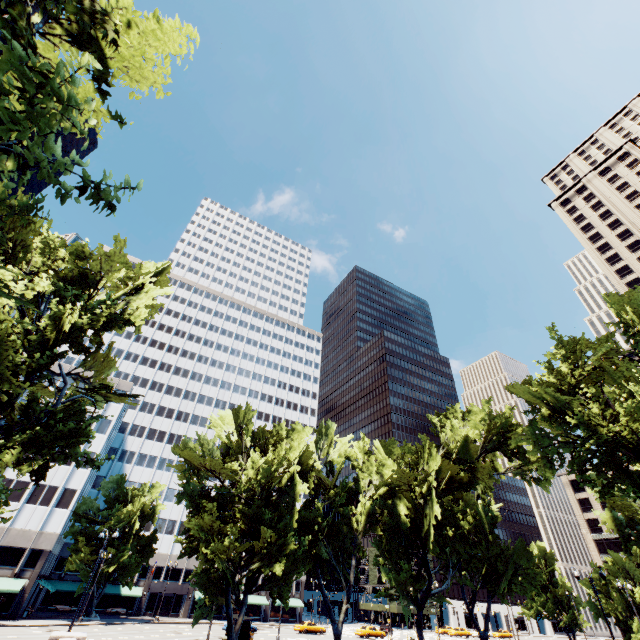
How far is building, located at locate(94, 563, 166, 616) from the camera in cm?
5466

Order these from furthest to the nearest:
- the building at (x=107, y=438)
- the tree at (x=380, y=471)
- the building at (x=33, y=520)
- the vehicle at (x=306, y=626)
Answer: the building at (x=107, y=438)
the vehicle at (x=306, y=626)
the building at (x=33, y=520)
the tree at (x=380, y=471)

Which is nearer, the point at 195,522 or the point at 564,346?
the point at 195,522

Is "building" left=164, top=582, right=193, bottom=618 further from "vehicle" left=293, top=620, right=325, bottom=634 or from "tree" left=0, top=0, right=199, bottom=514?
"vehicle" left=293, top=620, right=325, bottom=634

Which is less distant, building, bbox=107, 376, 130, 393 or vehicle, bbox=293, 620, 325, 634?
vehicle, bbox=293, 620, 325, 634

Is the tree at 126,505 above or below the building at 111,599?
above

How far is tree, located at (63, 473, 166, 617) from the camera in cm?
4678
